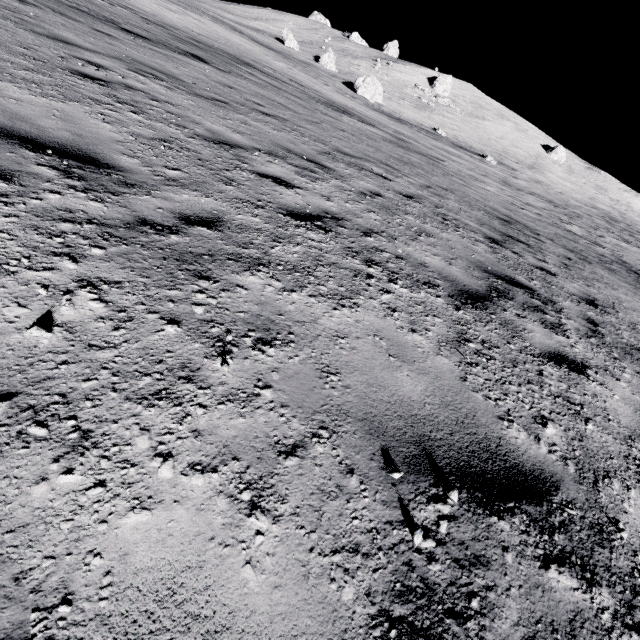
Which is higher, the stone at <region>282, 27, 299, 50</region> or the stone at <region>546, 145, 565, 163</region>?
the stone at <region>546, 145, 565, 163</region>

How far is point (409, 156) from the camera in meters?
13.8 m

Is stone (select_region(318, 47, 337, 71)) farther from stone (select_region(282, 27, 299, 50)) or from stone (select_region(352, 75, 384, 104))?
stone (select_region(352, 75, 384, 104))

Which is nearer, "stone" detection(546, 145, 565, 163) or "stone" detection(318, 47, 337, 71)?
"stone" detection(318, 47, 337, 71)

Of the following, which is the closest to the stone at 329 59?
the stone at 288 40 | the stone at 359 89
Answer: the stone at 288 40

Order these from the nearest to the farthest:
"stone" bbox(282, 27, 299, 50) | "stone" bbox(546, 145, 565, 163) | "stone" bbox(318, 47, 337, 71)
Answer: "stone" bbox(318, 47, 337, 71)
"stone" bbox(282, 27, 299, 50)
"stone" bbox(546, 145, 565, 163)

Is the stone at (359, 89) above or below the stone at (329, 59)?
below
